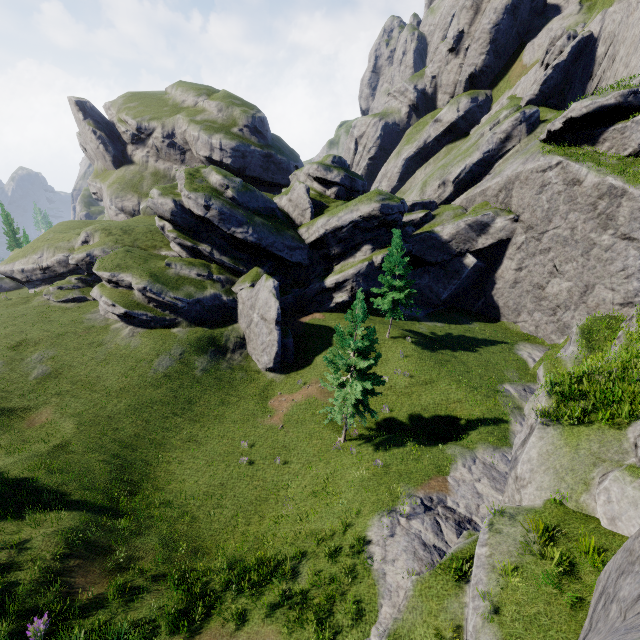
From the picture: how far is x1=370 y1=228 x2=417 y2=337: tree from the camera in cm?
2895

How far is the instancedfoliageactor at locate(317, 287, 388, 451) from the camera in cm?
1847

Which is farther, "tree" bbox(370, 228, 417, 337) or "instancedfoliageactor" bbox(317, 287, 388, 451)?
"tree" bbox(370, 228, 417, 337)

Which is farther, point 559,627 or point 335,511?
point 335,511

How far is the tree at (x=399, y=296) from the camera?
28.95m

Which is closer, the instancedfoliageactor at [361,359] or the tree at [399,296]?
the instancedfoliageactor at [361,359]
